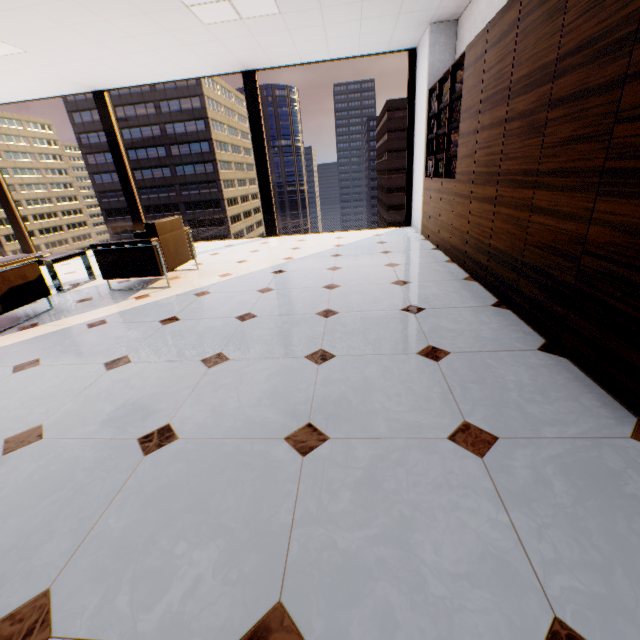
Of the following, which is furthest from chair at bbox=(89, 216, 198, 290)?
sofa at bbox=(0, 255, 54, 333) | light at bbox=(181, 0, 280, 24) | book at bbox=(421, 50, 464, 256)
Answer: book at bbox=(421, 50, 464, 256)

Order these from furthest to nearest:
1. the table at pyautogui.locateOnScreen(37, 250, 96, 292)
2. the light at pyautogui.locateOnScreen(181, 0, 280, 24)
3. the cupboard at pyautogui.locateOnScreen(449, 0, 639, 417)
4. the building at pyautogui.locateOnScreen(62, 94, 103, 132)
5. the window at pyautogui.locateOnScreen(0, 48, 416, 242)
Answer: the building at pyautogui.locateOnScreen(62, 94, 103, 132) → the window at pyautogui.locateOnScreen(0, 48, 416, 242) → the table at pyautogui.locateOnScreen(37, 250, 96, 292) → the light at pyautogui.locateOnScreen(181, 0, 280, 24) → the cupboard at pyautogui.locateOnScreen(449, 0, 639, 417)

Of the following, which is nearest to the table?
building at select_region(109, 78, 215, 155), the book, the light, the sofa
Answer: the sofa

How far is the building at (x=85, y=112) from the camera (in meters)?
58.00

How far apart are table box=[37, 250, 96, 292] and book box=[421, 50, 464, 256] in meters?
5.1 m

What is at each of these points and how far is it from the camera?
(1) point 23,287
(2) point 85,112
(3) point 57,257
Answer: (1) sofa, 3.3m
(2) building, 58.8m
(3) table, 4.2m

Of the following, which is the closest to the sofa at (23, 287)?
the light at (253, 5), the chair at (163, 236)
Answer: the chair at (163, 236)

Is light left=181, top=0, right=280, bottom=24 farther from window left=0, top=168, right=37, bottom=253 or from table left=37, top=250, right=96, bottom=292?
table left=37, top=250, right=96, bottom=292
